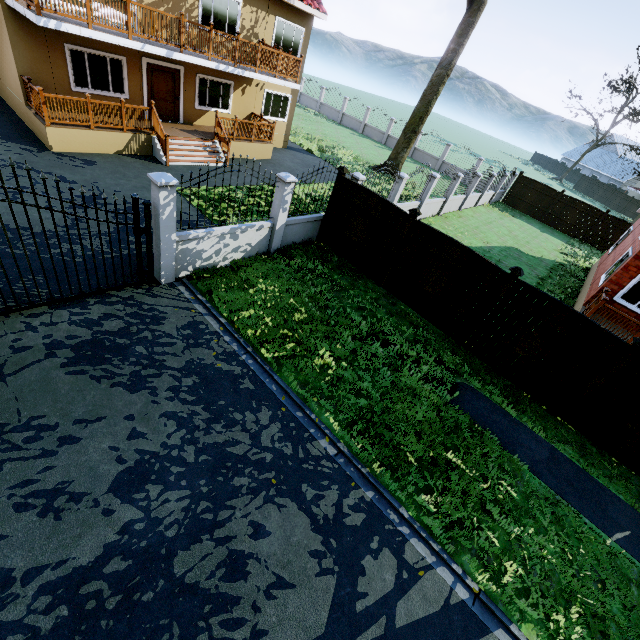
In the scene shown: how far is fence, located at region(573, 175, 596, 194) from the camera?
52.66m

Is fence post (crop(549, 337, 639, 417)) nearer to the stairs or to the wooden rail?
the wooden rail

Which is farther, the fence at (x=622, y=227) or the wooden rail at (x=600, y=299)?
the fence at (x=622, y=227)

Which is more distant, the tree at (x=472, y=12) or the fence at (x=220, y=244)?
the tree at (x=472, y=12)

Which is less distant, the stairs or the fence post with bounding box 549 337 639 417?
the fence post with bounding box 549 337 639 417

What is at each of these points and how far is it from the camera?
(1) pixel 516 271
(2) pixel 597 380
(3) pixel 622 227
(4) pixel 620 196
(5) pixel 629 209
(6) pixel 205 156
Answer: (1) fence post, 7.5 meters
(2) fence post, 7.2 meters
(3) fence, 22.6 meters
(4) fence, 47.7 meters
(5) fence, 46.1 meters
(6) stairs, 14.4 meters

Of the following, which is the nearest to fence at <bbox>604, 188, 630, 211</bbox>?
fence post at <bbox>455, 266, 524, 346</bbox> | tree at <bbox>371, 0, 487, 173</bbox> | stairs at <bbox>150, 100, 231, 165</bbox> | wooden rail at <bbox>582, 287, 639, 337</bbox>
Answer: fence post at <bbox>455, 266, 524, 346</bbox>
